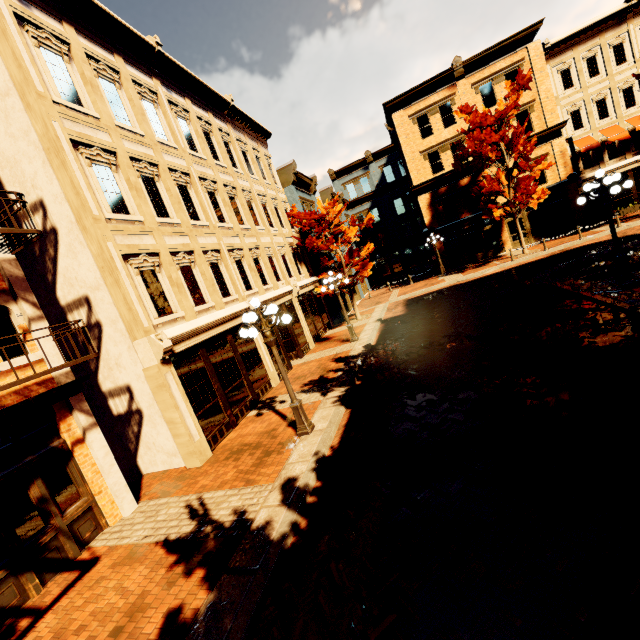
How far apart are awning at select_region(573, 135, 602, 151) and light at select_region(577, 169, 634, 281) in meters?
17.9

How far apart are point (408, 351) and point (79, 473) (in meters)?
10.19

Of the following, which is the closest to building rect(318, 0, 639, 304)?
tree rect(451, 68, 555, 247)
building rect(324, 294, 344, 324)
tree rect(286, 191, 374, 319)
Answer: tree rect(451, 68, 555, 247)

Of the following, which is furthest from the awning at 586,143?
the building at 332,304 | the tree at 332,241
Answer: the tree at 332,241

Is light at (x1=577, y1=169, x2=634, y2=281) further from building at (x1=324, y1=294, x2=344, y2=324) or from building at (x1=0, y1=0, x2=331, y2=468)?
building at (x1=324, y1=294, x2=344, y2=324)

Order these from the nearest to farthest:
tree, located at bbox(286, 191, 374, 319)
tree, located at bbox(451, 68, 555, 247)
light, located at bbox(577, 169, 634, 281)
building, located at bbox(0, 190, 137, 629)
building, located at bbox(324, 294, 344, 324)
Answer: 1. building, located at bbox(0, 190, 137, 629)
2. light, located at bbox(577, 169, 634, 281)
3. tree, located at bbox(286, 191, 374, 319)
4. tree, located at bbox(451, 68, 555, 247)
5. building, located at bbox(324, 294, 344, 324)

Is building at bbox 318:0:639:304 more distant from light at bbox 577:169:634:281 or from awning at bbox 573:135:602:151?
light at bbox 577:169:634:281

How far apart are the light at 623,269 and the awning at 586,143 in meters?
17.9 m
